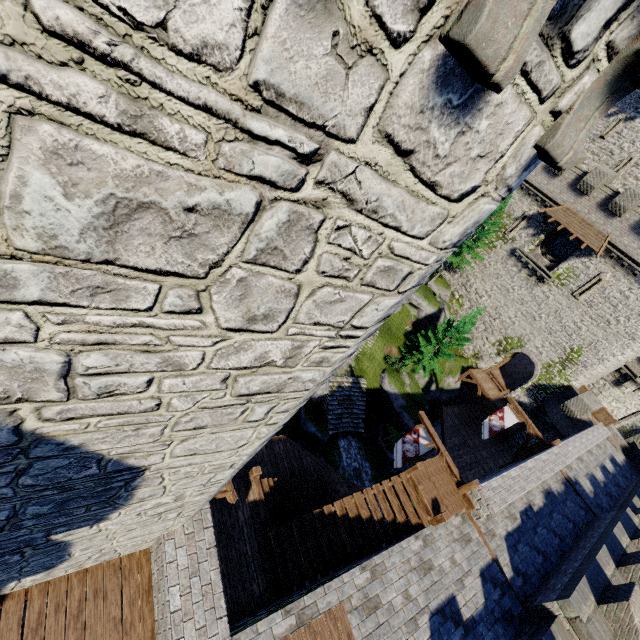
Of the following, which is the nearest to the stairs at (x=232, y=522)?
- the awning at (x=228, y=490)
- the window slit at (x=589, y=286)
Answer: the awning at (x=228, y=490)

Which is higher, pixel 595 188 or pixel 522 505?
pixel 595 188

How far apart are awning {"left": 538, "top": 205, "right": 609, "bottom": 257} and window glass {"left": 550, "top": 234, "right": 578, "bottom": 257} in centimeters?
135cm

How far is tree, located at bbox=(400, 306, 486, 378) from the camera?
25.81m

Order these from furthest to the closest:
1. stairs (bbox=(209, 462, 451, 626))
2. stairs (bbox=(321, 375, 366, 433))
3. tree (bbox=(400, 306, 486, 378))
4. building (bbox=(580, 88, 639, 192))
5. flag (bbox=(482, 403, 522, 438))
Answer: building (bbox=(580, 88, 639, 192)) < tree (bbox=(400, 306, 486, 378)) < stairs (bbox=(321, 375, 366, 433)) < flag (bbox=(482, 403, 522, 438)) < stairs (bbox=(209, 462, 451, 626))

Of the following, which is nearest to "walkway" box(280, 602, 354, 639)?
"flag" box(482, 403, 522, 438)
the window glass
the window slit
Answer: "flag" box(482, 403, 522, 438)

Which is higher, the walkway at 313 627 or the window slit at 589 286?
the window slit at 589 286

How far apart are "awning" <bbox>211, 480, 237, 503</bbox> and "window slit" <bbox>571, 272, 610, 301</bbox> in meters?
29.6 m
